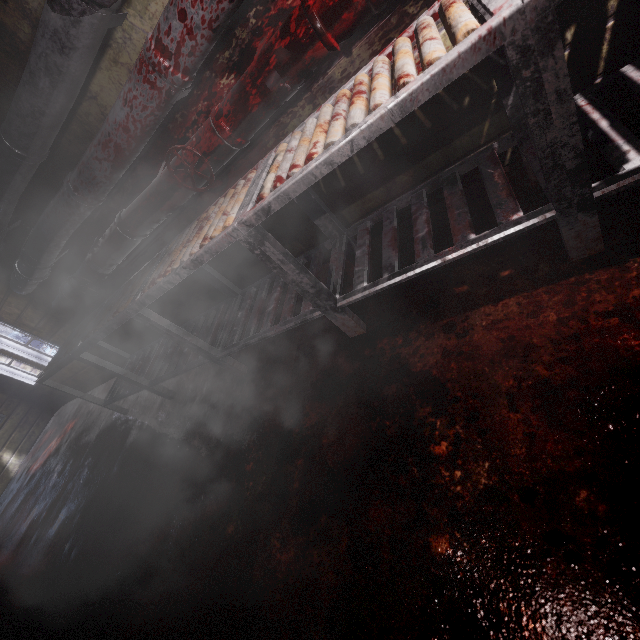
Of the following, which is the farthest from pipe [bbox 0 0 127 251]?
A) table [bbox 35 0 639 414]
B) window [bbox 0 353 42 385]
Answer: window [bbox 0 353 42 385]

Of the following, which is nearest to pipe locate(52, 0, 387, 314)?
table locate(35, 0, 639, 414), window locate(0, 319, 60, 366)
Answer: table locate(35, 0, 639, 414)

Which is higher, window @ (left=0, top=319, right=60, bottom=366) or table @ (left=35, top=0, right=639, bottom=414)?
window @ (left=0, top=319, right=60, bottom=366)

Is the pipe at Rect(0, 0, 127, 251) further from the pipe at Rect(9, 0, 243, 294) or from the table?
the table

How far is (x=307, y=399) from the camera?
1.7m

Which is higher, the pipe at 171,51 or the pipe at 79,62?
the pipe at 79,62

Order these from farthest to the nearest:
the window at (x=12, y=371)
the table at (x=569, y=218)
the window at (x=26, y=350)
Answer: the window at (x=12, y=371) < the window at (x=26, y=350) < the table at (x=569, y=218)

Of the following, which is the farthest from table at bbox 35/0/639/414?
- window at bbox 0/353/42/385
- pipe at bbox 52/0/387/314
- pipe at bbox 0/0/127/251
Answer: window at bbox 0/353/42/385
